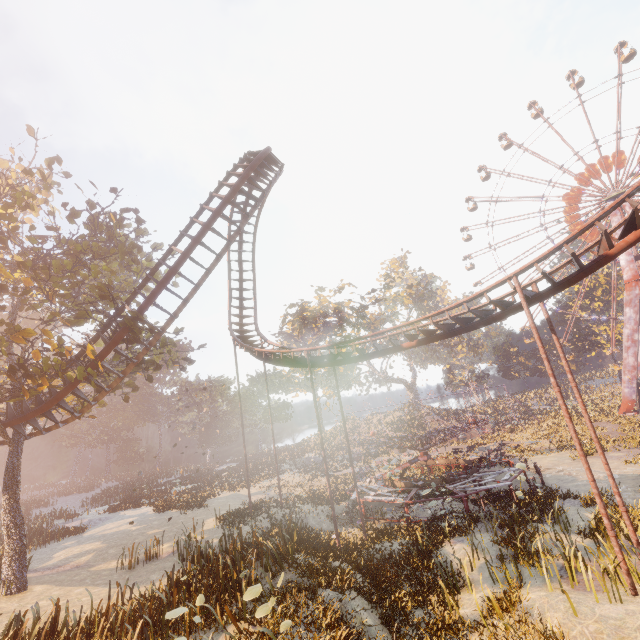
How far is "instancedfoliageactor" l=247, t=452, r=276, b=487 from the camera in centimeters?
3300cm

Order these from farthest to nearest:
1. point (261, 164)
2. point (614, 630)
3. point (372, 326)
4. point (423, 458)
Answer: point (372, 326)
point (423, 458)
point (261, 164)
point (614, 630)

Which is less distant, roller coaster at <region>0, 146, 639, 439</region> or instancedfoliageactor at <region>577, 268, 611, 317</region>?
roller coaster at <region>0, 146, 639, 439</region>

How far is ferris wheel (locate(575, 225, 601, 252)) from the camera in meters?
44.9

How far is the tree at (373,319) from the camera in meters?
48.7

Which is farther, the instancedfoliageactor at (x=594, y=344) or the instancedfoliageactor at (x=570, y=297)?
the instancedfoliageactor at (x=570, y=297)

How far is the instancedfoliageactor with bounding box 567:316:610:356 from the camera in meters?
49.4 m

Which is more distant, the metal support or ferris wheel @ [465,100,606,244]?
ferris wheel @ [465,100,606,244]
